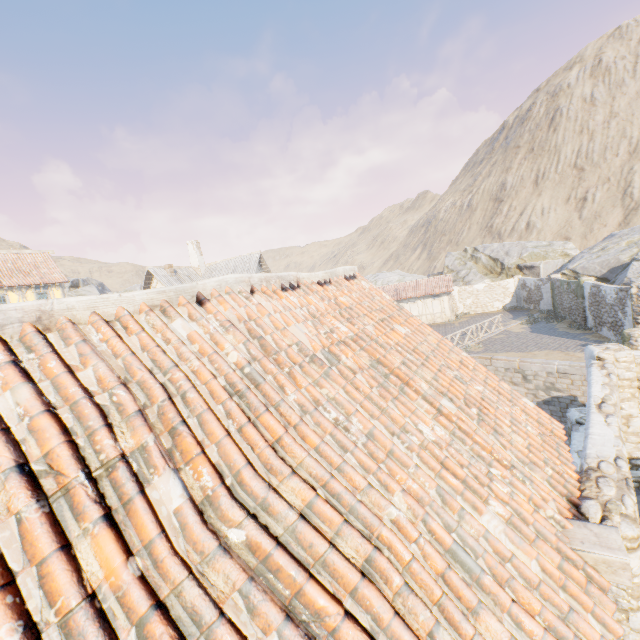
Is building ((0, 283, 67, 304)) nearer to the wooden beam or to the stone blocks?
the stone blocks

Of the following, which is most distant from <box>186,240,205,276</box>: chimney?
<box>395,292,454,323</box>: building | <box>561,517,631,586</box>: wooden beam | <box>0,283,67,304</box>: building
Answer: <box>561,517,631,586</box>: wooden beam

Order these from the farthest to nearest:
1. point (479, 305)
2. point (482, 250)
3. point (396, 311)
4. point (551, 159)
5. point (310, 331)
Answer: point (551, 159) → point (482, 250) → point (479, 305) → point (396, 311) → point (310, 331)

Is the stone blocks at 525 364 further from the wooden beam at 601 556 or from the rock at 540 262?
the wooden beam at 601 556

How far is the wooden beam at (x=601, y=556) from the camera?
2.6 meters

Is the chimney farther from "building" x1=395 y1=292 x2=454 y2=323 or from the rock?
the rock

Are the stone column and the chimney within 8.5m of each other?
no

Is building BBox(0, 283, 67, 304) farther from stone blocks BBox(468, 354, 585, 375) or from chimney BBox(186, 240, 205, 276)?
chimney BBox(186, 240, 205, 276)
